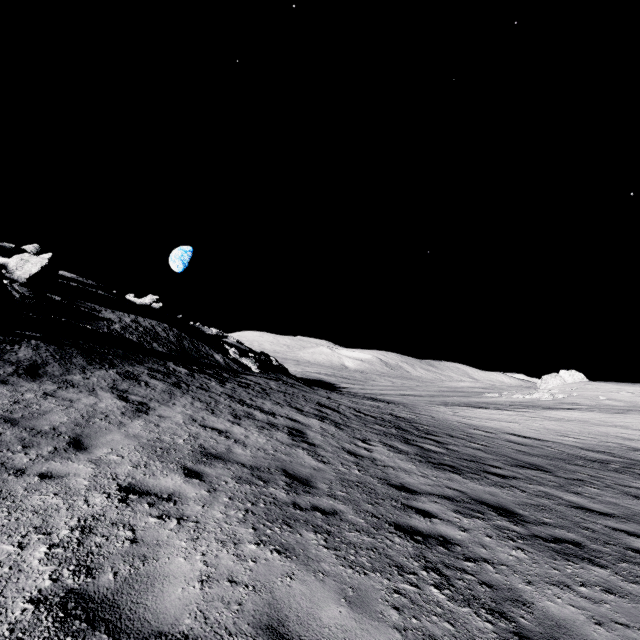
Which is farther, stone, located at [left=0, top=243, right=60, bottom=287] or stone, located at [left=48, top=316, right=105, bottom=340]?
stone, located at [left=0, top=243, right=60, bottom=287]

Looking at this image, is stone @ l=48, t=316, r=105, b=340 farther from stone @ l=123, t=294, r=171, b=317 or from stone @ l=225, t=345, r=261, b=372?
stone @ l=123, t=294, r=171, b=317

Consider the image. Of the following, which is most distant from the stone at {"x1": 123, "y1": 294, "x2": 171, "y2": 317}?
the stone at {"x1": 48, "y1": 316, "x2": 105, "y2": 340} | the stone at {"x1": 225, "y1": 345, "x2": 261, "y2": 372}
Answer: the stone at {"x1": 48, "y1": 316, "x2": 105, "y2": 340}

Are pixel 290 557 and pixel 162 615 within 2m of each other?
yes

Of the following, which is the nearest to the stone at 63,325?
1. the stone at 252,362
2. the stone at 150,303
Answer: the stone at 252,362

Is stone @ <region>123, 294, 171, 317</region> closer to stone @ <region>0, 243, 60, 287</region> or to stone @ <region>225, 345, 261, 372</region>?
stone @ <region>0, 243, 60, 287</region>

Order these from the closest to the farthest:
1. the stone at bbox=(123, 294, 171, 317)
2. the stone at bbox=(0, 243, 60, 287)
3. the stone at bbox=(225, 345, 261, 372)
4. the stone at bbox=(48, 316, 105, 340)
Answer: the stone at bbox=(48, 316, 105, 340) → the stone at bbox=(0, 243, 60, 287) → the stone at bbox=(225, 345, 261, 372) → the stone at bbox=(123, 294, 171, 317)

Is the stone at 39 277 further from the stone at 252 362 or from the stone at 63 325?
the stone at 252 362
